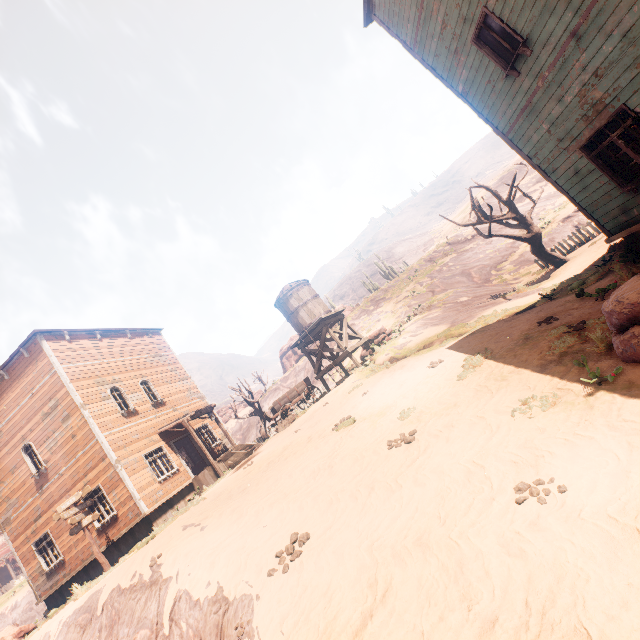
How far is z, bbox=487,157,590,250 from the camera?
23.1m

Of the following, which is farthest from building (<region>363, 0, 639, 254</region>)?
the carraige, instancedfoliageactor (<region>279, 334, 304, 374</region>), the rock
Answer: instancedfoliageactor (<region>279, 334, 304, 374</region>)

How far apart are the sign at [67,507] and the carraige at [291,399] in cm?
821

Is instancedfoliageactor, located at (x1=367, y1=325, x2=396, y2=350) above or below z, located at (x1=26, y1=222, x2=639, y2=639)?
above

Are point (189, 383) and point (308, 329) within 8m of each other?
no

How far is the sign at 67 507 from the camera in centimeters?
1214cm

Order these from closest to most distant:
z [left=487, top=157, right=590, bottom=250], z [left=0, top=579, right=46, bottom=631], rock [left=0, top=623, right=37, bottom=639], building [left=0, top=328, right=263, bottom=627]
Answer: rock [left=0, top=623, right=37, bottom=639] → building [left=0, top=328, right=263, bottom=627] → z [left=487, top=157, right=590, bottom=250] → z [left=0, top=579, right=46, bottom=631]

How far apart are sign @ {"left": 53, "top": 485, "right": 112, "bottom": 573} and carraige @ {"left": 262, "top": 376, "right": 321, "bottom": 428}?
8.21m
